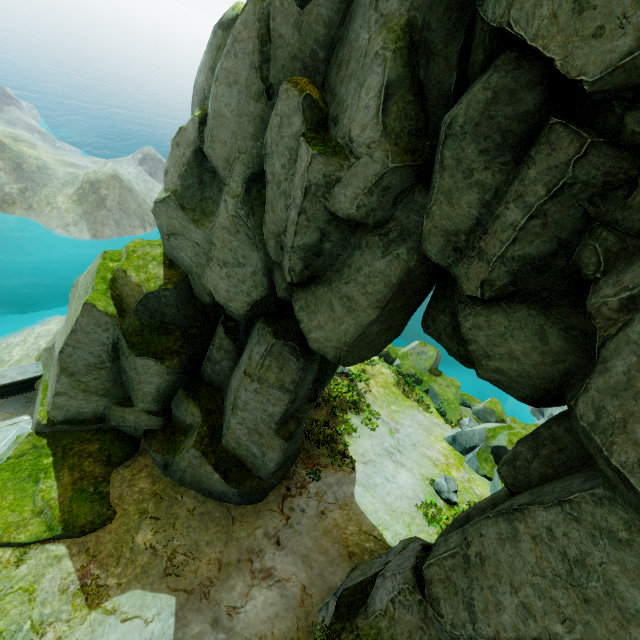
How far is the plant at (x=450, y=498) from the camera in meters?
13.4 m

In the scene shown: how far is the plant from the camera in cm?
1345

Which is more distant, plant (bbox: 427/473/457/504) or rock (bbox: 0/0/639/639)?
plant (bbox: 427/473/457/504)

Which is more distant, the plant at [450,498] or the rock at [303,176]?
the plant at [450,498]

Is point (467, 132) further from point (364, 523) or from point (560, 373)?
point (364, 523)
